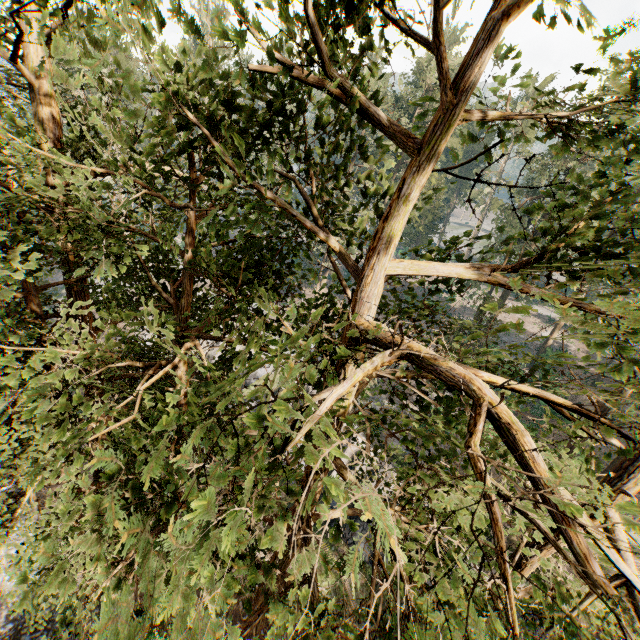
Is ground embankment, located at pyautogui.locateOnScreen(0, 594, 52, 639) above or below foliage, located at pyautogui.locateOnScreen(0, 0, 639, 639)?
below

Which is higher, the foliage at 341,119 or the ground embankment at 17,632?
Result: the foliage at 341,119

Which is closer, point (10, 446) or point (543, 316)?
→ point (10, 446)

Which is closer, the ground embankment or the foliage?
the foliage

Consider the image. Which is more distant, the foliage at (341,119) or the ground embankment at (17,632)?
the ground embankment at (17,632)
